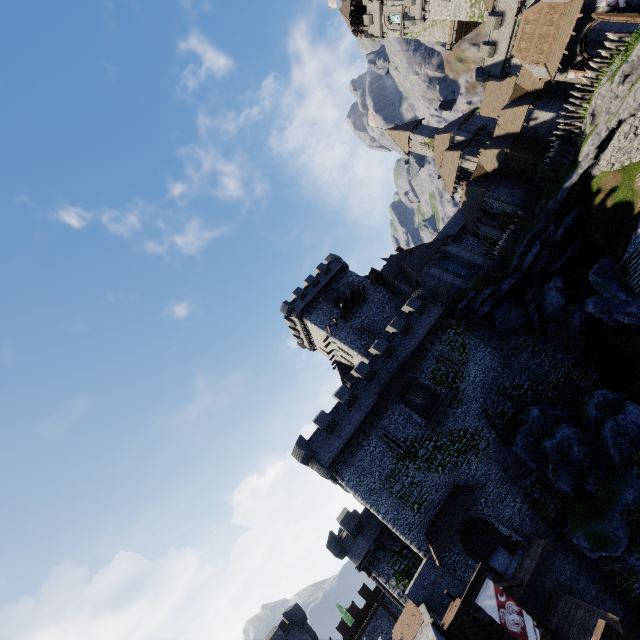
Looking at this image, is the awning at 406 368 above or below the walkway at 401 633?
above

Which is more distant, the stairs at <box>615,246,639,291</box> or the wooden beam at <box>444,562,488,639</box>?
the stairs at <box>615,246,639,291</box>

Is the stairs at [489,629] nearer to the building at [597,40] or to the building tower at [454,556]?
the building tower at [454,556]

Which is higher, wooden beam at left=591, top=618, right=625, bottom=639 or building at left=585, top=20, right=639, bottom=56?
building at left=585, top=20, right=639, bottom=56

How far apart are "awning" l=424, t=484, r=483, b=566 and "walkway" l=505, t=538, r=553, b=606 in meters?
3.7 m

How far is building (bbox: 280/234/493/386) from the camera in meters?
36.0

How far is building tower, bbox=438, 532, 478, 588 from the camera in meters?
22.3

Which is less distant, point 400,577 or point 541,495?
point 541,495
